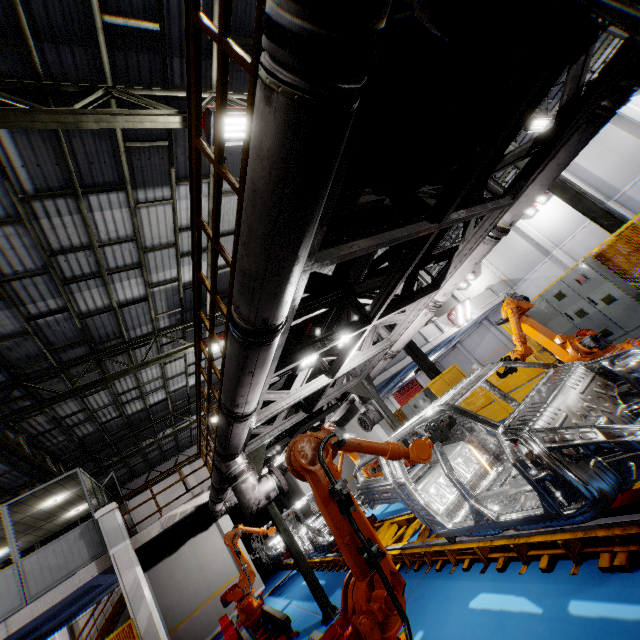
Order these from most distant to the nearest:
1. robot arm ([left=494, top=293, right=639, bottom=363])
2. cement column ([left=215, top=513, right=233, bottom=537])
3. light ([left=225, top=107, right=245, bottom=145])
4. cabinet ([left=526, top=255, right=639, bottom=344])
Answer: cement column ([left=215, top=513, right=233, bottom=537]) → cabinet ([left=526, top=255, right=639, bottom=344]) → light ([left=225, top=107, right=245, bottom=145]) → robot arm ([left=494, top=293, right=639, bottom=363])

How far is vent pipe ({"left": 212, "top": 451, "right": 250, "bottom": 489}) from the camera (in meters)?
5.98

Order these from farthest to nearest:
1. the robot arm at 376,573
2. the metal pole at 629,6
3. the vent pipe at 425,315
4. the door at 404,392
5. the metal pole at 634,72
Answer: the door at 404,392, the vent pipe at 425,315, the metal pole at 634,72, the robot arm at 376,573, the metal pole at 629,6

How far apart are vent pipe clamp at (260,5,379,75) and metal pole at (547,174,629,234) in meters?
10.6 m

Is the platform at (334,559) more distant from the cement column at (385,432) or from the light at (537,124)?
the light at (537,124)

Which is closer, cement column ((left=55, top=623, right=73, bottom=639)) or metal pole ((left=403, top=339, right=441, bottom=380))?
metal pole ((left=403, top=339, right=441, bottom=380))

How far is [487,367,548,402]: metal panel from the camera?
9.0 meters

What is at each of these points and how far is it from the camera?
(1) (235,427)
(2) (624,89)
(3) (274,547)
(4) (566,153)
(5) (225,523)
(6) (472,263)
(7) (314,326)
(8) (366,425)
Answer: (1) vent pipe, 4.6m
(2) vent pipe, 3.8m
(3) chassis, 14.3m
(4) vent pipe, 4.3m
(5) cement column, 14.2m
(6) vent pipe, 5.9m
(7) light, 5.2m
(8) pipe cover, 9.8m
